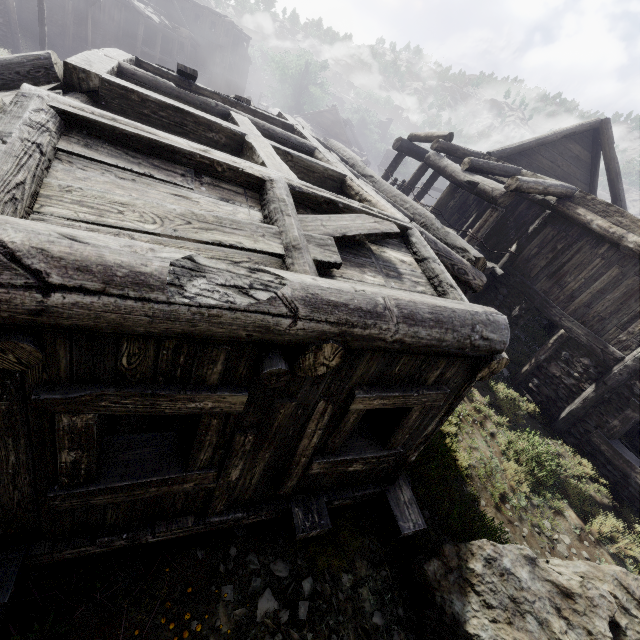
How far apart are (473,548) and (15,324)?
5.3m
